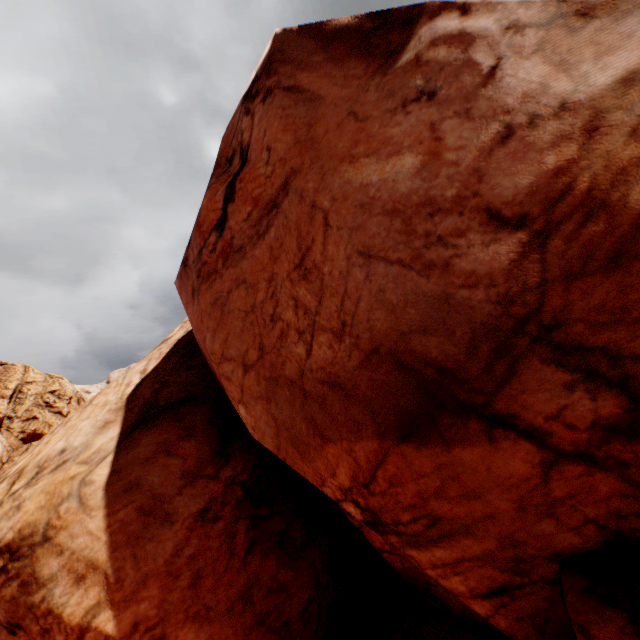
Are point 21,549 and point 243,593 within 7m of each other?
yes
